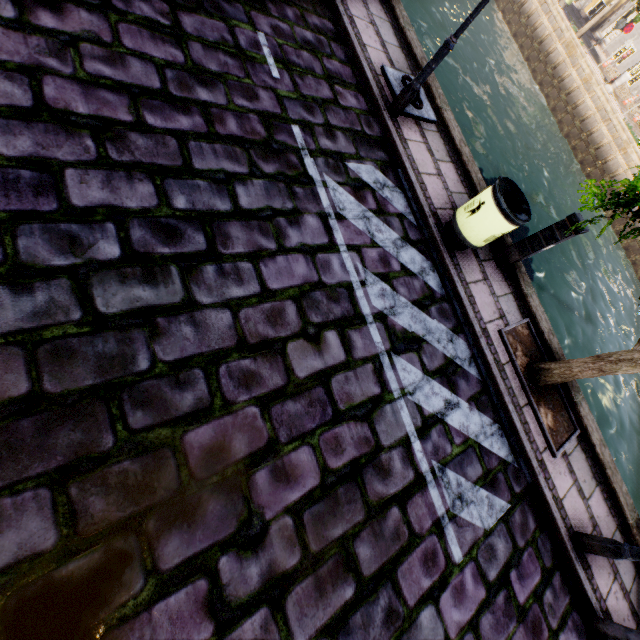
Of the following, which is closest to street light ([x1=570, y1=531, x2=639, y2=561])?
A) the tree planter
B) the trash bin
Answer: the tree planter

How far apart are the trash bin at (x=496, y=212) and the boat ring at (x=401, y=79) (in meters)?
2.06

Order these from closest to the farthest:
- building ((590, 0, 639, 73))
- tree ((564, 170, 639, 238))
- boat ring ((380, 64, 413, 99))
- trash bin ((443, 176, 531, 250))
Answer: tree ((564, 170, 639, 238)) → trash bin ((443, 176, 531, 250)) → boat ring ((380, 64, 413, 99)) → building ((590, 0, 639, 73))

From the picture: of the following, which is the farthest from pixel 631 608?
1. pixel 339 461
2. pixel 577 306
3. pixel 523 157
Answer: pixel 523 157

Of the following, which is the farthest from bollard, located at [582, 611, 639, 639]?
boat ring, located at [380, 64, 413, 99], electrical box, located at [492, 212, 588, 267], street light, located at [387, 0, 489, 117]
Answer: boat ring, located at [380, 64, 413, 99]

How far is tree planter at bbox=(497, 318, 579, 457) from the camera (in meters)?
4.81

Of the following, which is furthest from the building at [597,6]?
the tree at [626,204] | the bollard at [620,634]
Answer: the bollard at [620,634]

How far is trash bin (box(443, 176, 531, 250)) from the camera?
4.3m
